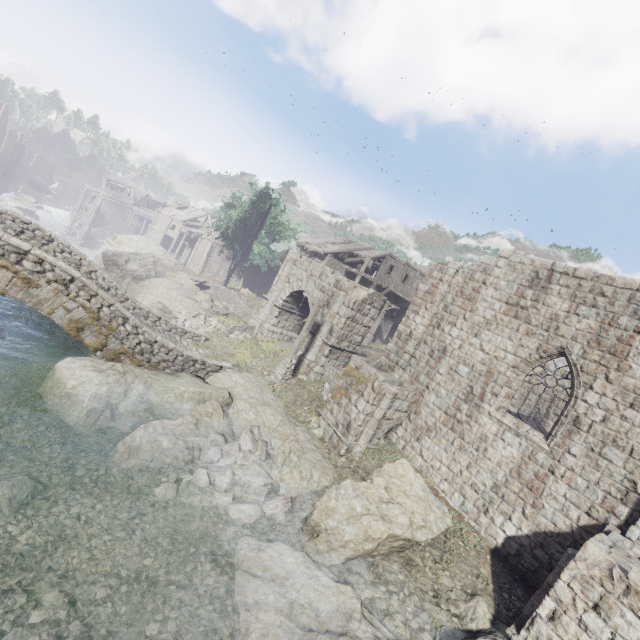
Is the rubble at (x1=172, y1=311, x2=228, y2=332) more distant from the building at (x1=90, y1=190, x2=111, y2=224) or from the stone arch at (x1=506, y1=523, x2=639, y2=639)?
the building at (x1=90, y1=190, x2=111, y2=224)

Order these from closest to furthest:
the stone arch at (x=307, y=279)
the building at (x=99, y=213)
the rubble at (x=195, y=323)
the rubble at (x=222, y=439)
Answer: the rubble at (x=222, y=439)
the stone arch at (x=307, y=279)
the rubble at (x=195, y=323)
the building at (x=99, y=213)

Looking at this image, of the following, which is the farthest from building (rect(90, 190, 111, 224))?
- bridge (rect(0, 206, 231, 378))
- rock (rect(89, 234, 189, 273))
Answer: bridge (rect(0, 206, 231, 378))

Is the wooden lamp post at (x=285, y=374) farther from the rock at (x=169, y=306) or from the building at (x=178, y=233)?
the building at (x=178, y=233)

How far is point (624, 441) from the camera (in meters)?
9.21

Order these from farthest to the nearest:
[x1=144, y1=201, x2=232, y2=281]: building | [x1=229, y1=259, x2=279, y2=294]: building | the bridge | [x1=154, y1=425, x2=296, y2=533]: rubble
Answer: [x1=229, y1=259, x2=279, y2=294]: building < [x1=144, y1=201, x2=232, y2=281]: building < the bridge < [x1=154, y1=425, x2=296, y2=533]: rubble

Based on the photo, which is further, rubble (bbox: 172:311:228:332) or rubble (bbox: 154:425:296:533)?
rubble (bbox: 172:311:228:332)

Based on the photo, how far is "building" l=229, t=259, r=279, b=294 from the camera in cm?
4416
